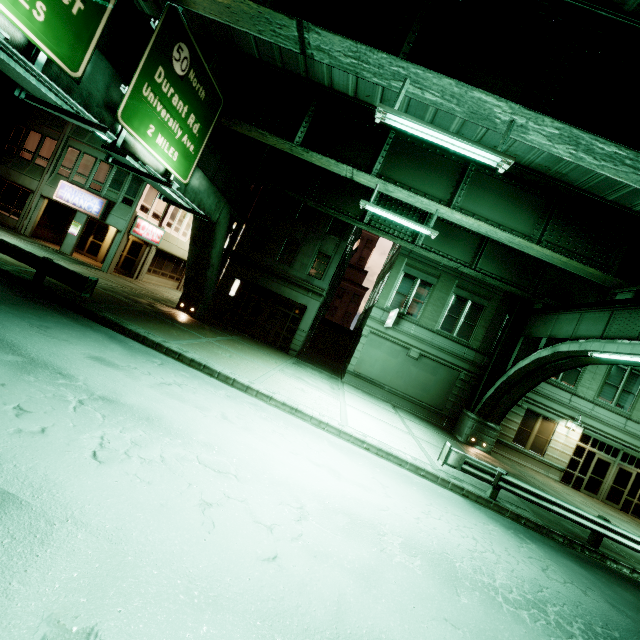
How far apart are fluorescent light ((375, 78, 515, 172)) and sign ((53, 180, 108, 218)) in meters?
20.9

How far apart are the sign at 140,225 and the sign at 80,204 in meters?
1.8

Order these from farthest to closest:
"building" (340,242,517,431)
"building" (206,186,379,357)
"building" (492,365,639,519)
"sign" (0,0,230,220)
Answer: "building" (206,186,379,357)
"building" (340,242,517,431)
"building" (492,365,639,519)
"sign" (0,0,230,220)

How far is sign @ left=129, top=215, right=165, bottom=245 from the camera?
22.31m

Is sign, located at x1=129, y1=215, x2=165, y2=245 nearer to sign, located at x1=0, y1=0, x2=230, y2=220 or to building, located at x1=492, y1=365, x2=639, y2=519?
sign, located at x1=0, y1=0, x2=230, y2=220

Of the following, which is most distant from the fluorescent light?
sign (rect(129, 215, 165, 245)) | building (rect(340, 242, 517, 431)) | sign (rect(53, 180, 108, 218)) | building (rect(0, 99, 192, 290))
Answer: sign (rect(53, 180, 108, 218))

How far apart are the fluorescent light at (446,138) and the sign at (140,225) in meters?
20.1 m

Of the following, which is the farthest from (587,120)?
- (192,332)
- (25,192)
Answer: (25,192)
